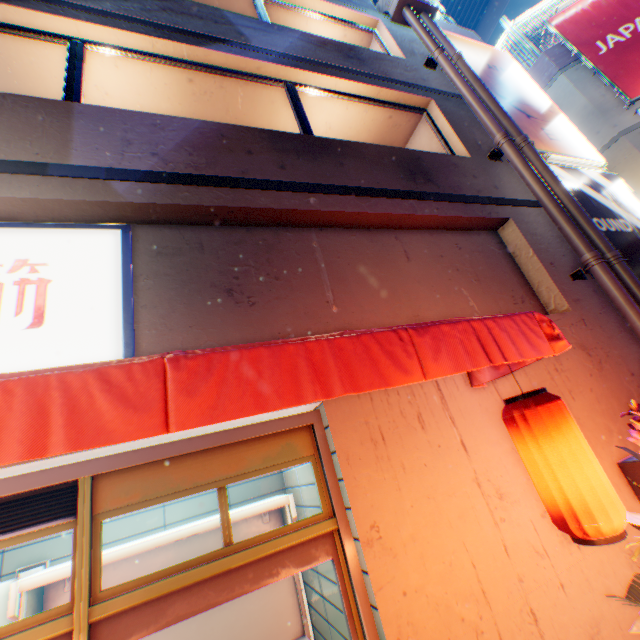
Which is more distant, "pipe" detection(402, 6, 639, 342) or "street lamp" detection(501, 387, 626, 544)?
"pipe" detection(402, 6, 639, 342)

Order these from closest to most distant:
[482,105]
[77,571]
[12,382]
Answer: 1. [12,382]
2. [77,571]
3. [482,105]

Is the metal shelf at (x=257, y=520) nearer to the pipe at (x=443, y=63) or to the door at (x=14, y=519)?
the door at (x=14, y=519)

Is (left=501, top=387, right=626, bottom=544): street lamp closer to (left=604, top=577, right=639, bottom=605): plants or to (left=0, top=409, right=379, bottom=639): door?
(left=604, top=577, right=639, bottom=605): plants

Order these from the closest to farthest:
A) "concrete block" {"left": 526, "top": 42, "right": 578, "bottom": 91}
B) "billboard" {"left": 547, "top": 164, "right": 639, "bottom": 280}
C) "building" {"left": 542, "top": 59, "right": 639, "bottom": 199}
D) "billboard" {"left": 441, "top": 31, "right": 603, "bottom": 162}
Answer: "billboard" {"left": 547, "top": 164, "right": 639, "bottom": 280}, "billboard" {"left": 441, "top": 31, "right": 603, "bottom": 162}, "building" {"left": 542, "top": 59, "right": 639, "bottom": 199}, "concrete block" {"left": 526, "top": 42, "right": 578, "bottom": 91}

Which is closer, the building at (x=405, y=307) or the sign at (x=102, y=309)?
the sign at (x=102, y=309)

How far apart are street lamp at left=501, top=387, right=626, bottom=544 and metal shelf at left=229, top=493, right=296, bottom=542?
2.26m

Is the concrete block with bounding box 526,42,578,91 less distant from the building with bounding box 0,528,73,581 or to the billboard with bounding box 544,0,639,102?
the billboard with bounding box 544,0,639,102
